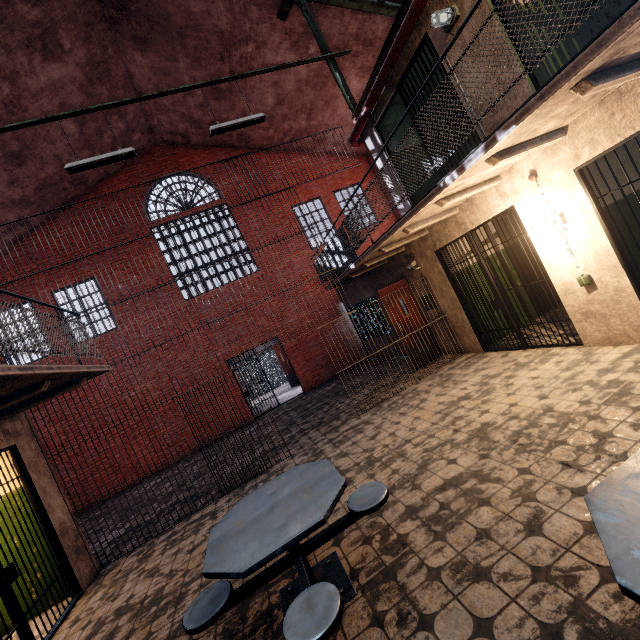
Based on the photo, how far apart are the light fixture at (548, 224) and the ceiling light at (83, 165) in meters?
6.8

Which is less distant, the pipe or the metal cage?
the pipe

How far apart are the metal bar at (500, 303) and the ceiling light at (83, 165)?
6.1m

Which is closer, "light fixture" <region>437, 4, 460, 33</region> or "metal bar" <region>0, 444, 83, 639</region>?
"metal bar" <region>0, 444, 83, 639</region>

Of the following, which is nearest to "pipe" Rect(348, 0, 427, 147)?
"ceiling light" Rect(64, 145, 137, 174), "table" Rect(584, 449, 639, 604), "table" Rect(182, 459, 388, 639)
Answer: "ceiling light" Rect(64, 145, 137, 174)

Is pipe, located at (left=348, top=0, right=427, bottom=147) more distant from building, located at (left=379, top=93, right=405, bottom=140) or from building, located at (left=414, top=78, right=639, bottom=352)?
building, located at (left=414, top=78, right=639, bottom=352)

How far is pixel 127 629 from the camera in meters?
3.4

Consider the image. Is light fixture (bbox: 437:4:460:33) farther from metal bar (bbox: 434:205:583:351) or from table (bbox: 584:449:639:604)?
table (bbox: 584:449:639:604)
